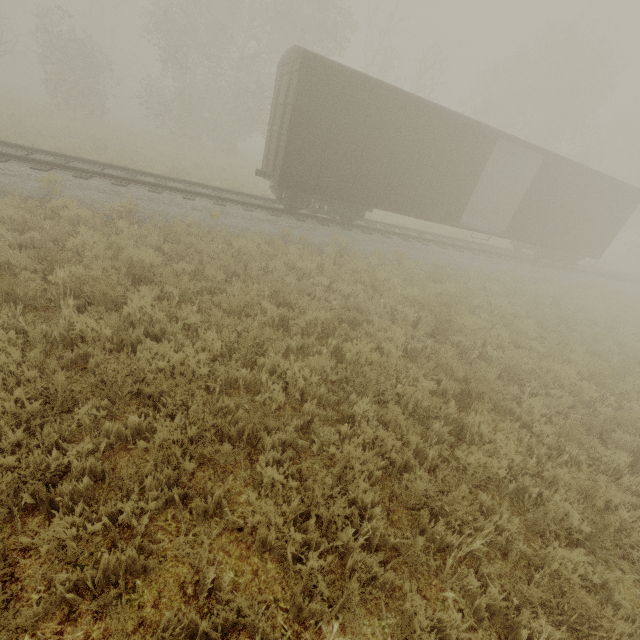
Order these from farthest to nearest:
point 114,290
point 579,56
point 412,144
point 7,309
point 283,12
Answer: point 579,56 → point 283,12 → point 412,144 → point 114,290 → point 7,309

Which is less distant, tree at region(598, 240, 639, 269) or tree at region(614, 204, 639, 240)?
tree at region(598, 240, 639, 269)

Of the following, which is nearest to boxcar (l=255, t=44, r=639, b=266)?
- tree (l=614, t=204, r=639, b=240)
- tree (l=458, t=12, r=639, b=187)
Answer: tree (l=614, t=204, r=639, b=240)

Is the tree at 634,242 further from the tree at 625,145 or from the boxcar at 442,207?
the boxcar at 442,207

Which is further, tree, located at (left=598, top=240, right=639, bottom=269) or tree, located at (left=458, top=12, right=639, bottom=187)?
tree, located at (left=598, top=240, right=639, bottom=269)

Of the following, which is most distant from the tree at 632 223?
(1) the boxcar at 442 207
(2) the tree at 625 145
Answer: (1) the boxcar at 442 207

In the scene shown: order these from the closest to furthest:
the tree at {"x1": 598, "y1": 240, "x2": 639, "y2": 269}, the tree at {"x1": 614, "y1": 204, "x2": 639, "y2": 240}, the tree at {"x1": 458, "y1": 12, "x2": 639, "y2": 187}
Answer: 1. the tree at {"x1": 458, "y1": 12, "x2": 639, "y2": 187}
2. the tree at {"x1": 598, "y1": 240, "x2": 639, "y2": 269}
3. the tree at {"x1": 614, "y1": 204, "x2": 639, "y2": 240}
